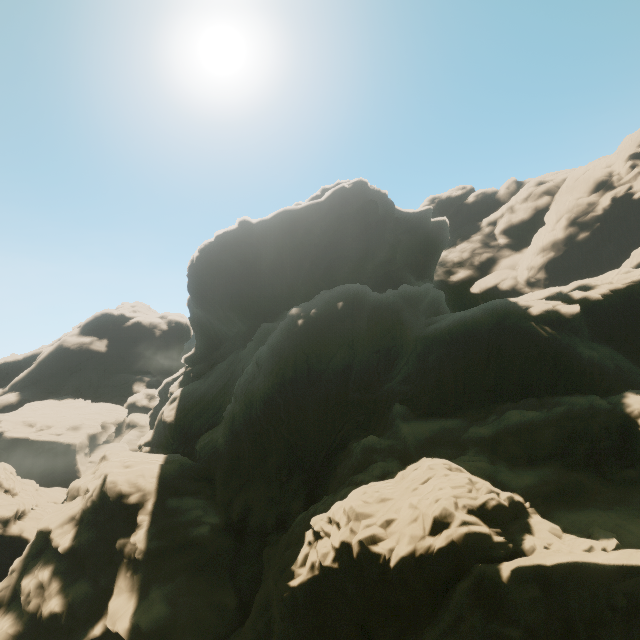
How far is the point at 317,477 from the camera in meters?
29.8 m
